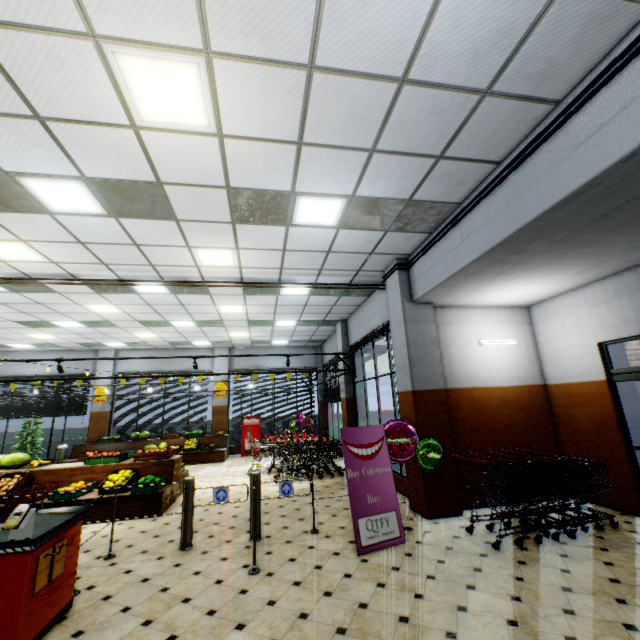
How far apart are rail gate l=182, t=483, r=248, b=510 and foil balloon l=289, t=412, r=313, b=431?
9.03m

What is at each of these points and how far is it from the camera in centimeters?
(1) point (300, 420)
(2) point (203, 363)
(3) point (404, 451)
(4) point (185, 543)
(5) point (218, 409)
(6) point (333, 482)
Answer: (1) foil balloon, 1478cm
(2) building, 1559cm
(3) foil balloon, 547cm
(4) rail gate base, 492cm
(5) building, 1494cm
(6) building, 863cm

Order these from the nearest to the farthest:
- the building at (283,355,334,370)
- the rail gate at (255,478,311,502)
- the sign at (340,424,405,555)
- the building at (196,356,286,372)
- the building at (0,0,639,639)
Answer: the building at (0,0,639,639) < the sign at (340,424,405,555) < the rail gate at (255,478,311,502) < the building at (196,356,286,372) < the building at (283,355,334,370)

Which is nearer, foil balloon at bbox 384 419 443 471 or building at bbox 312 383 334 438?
foil balloon at bbox 384 419 443 471

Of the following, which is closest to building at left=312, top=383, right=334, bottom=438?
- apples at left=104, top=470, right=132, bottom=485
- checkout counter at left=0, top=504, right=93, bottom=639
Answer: checkout counter at left=0, top=504, right=93, bottom=639

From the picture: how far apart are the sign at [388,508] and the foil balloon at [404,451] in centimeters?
10cm

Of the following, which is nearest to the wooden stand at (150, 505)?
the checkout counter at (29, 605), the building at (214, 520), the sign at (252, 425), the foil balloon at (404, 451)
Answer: the building at (214, 520)

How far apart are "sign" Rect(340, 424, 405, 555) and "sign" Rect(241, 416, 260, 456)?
10.0 meters
